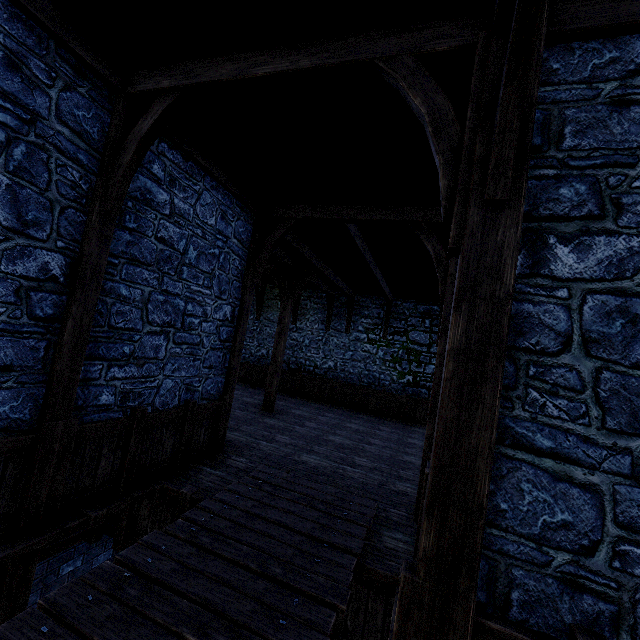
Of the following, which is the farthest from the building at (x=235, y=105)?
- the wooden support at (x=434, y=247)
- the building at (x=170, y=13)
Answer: the wooden support at (x=434, y=247)

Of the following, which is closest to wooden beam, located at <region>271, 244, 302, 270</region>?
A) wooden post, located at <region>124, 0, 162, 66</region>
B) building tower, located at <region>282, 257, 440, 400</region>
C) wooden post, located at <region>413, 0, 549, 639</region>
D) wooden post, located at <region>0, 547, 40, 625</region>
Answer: building tower, located at <region>282, 257, 440, 400</region>

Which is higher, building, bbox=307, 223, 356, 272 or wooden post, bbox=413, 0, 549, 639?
building, bbox=307, 223, 356, 272

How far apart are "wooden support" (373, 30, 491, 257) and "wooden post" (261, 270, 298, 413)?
8.1 meters

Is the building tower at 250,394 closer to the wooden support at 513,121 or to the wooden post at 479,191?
the wooden post at 479,191

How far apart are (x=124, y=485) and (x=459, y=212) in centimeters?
504cm

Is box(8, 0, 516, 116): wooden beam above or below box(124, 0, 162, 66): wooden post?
below

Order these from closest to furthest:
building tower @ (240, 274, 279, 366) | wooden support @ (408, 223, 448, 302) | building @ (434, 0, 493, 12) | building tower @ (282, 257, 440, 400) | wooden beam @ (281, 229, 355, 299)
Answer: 1. building @ (434, 0, 493, 12)
2. wooden support @ (408, 223, 448, 302)
3. wooden beam @ (281, 229, 355, 299)
4. building tower @ (282, 257, 440, 400)
5. building tower @ (240, 274, 279, 366)
